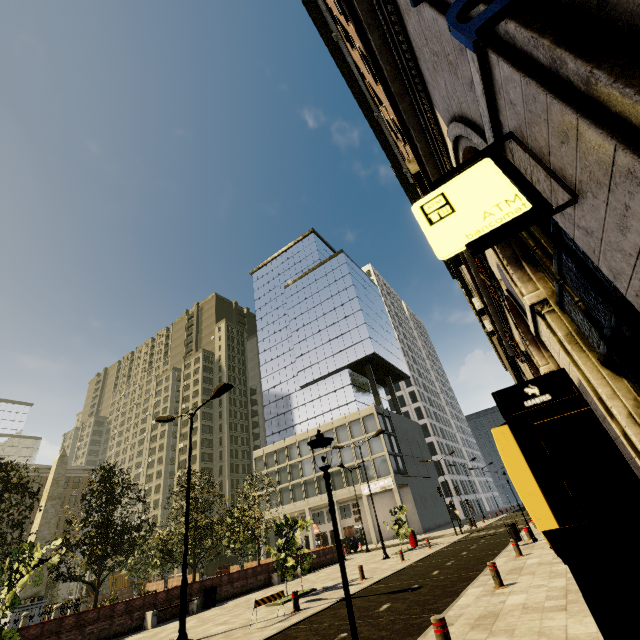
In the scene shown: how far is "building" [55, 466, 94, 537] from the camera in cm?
5194

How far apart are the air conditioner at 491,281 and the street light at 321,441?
3.80m

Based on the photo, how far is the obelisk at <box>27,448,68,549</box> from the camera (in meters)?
24.05

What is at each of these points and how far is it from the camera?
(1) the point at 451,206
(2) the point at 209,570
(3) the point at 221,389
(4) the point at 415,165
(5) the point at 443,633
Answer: (1) sign, 2.2m
(2) building, 55.6m
(3) street light, 13.5m
(4) building, 9.0m
(5) metal bar, 5.0m

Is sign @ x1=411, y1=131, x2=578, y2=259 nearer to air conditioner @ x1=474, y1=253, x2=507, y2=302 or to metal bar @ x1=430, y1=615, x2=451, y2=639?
air conditioner @ x1=474, y1=253, x2=507, y2=302

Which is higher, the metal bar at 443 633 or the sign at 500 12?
the sign at 500 12

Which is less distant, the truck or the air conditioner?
the air conditioner

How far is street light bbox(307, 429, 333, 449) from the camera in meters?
4.0
